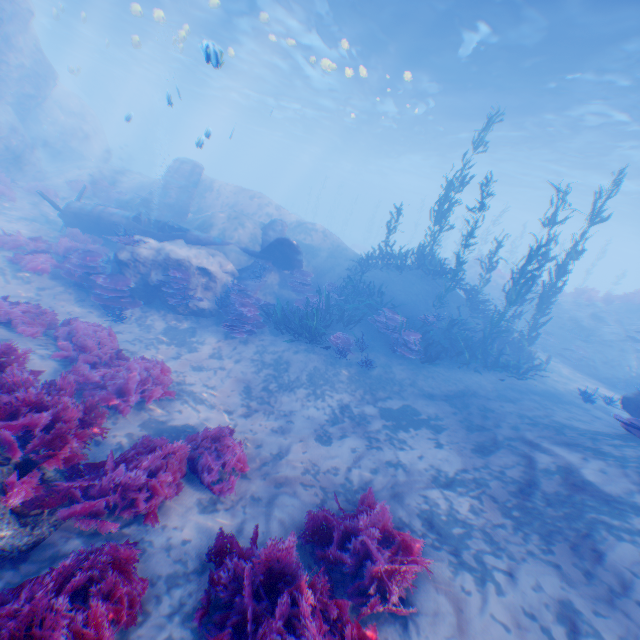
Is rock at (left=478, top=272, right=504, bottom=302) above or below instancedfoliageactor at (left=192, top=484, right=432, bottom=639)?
above

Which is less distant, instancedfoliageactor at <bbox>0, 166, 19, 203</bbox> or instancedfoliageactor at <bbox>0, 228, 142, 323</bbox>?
instancedfoliageactor at <bbox>0, 228, 142, 323</bbox>

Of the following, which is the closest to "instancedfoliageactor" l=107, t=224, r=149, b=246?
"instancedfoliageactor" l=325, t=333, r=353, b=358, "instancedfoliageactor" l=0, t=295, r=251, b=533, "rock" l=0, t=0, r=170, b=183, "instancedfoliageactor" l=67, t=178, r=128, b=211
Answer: "rock" l=0, t=0, r=170, b=183

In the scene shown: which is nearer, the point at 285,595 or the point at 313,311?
the point at 285,595

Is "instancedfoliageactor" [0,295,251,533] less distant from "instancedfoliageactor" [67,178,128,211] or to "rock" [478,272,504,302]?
"instancedfoliageactor" [67,178,128,211]

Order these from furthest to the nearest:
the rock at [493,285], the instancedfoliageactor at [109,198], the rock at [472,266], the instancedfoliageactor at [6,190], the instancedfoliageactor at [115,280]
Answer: the rock at [472,266] < the rock at [493,285] < the instancedfoliageactor at [109,198] < the instancedfoliageactor at [6,190] < the instancedfoliageactor at [115,280]

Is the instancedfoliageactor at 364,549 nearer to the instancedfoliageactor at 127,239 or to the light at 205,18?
the light at 205,18

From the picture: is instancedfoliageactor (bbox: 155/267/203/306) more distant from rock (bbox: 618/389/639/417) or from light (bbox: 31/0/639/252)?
light (bbox: 31/0/639/252)
